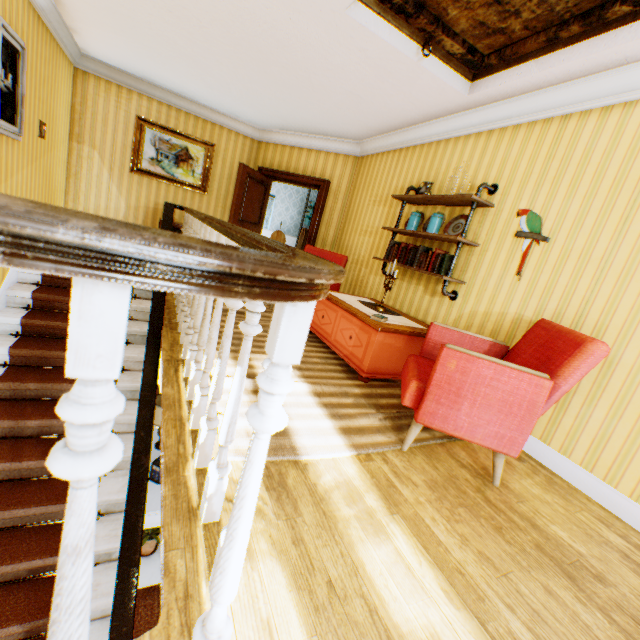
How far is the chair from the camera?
2.0m

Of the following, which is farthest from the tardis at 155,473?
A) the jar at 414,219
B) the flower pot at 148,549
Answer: the jar at 414,219

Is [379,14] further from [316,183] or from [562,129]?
[316,183]

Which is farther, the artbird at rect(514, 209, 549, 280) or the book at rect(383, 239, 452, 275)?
the book at rect(383, 239, 452, 275)

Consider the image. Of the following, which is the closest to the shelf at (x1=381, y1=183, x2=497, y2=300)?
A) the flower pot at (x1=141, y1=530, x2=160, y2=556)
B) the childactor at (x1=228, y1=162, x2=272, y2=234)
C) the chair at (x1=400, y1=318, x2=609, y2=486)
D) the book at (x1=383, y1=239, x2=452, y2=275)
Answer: the book at (x1=383, y1=239, x2=452, y2=275)

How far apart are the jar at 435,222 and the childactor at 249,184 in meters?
3.6 m

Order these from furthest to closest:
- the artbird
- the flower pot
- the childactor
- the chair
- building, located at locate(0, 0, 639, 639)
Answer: the childactor, the flower pot, the artbird, the chair, building, located at locate(0, 0, 639, 639)

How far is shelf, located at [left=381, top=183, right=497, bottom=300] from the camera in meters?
3.4 m
